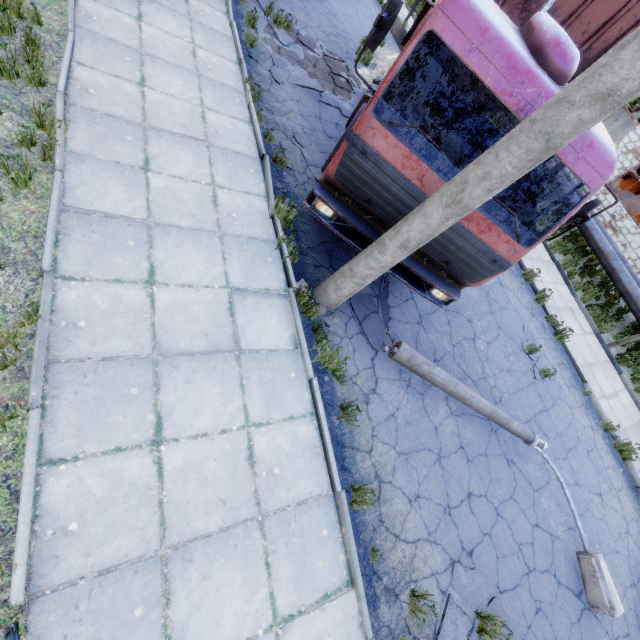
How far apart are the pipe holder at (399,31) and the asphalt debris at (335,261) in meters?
13.6

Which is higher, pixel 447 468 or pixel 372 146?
pixel 372 146

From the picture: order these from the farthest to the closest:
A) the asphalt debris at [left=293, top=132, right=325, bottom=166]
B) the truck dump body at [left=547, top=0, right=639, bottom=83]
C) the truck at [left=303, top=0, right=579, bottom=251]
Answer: the asphalt debris at [left=293, top=132, right=325, bottom=166] → the truck dump body at [left=547, top=0, right=639, bottom=83] → the truck at [left=303, top=0, right=579, bottom=251]

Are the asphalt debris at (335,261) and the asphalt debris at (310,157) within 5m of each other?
yes

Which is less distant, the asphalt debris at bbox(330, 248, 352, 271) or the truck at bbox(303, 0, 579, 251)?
the truck at bbox(303, 0, 579, 251)

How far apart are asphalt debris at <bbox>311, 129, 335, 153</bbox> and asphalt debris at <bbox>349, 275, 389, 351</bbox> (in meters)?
1.70

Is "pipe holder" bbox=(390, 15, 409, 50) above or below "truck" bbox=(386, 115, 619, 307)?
below

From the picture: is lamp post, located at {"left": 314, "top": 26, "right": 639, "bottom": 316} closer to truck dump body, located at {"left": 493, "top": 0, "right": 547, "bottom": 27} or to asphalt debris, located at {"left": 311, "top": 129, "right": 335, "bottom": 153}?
asphalt debris, located at {"left": 311, "top": 129, "right": 335, "bottom": 153}
